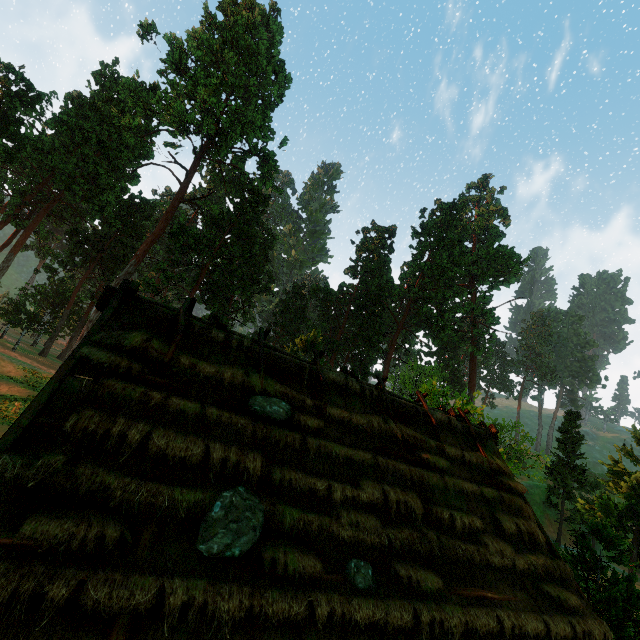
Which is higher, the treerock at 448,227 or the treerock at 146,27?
the treerock at 146,27

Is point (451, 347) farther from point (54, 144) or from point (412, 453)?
point (54, 144)

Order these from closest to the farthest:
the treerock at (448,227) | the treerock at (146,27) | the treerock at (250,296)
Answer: the treerock at (146,27)
the treerock at (250,296)
the treerock at (448,227)

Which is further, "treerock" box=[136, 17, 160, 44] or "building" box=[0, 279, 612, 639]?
"treerock" box=[136, 17, 160, 44]

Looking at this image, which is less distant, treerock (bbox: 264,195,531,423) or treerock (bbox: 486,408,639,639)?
treerock (bbox: 486,408,639,639)

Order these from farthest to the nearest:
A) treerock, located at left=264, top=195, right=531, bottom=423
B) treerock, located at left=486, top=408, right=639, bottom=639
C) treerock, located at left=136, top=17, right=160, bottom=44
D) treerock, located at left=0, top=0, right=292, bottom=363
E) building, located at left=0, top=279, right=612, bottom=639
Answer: treerock, located at left=264, top=195, right=531, bottom=423 → treerock, located at left=0, top=0, right=292, bottom=363 → treerock, located at left=136, top=17, right=160, bottom=44 → treerock, located at left=486, top=408, right=639, bottom=639 → building, located at left=0, top=279, right=612, bottom=639

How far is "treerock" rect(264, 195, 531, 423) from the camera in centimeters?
4444cm
